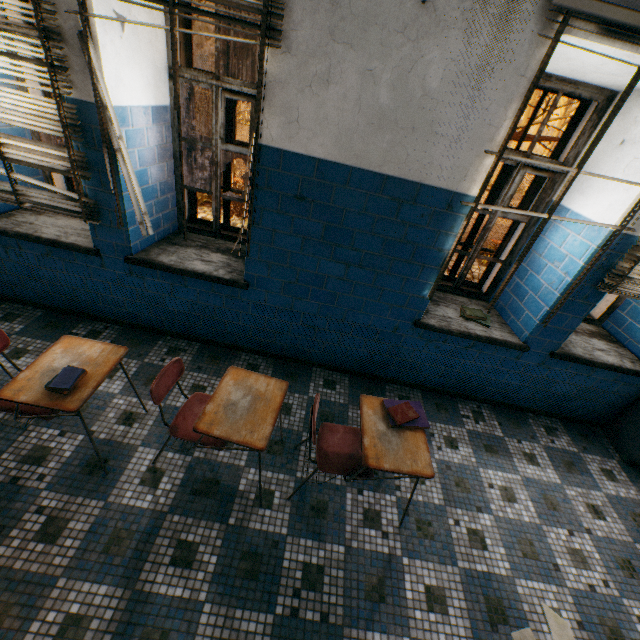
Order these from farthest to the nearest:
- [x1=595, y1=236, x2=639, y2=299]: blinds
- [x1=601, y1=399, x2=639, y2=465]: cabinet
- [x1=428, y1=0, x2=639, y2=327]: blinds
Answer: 1. [x1=601, y1=399, x2=639, y2=465]: cabinet
2. [x1=595, y1=236, x2=639, y2=299]: blinds
3. [x1=428, y1=0, x2=639, y2=327]: blinds

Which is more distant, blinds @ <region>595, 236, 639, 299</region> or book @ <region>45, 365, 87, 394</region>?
blinds @ <region>595, 236, 639, 299</region>

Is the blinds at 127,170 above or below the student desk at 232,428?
above

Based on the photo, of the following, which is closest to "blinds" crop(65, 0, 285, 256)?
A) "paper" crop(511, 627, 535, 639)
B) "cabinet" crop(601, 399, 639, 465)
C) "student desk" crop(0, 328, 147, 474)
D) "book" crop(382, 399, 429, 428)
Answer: "student desk" crop(0, 328, 147, 474)

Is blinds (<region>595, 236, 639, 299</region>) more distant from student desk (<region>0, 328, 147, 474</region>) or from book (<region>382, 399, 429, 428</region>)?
student desk (<region>0, 328, 147, 474</region>)

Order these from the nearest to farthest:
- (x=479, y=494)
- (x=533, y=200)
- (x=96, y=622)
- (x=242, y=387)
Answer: (x=96, y=622) < (x=242, y=387) < (x=479, y=494) < (x=533, y=200)

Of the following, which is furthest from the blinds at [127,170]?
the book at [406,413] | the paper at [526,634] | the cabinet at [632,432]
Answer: the cabinet at [632,432]

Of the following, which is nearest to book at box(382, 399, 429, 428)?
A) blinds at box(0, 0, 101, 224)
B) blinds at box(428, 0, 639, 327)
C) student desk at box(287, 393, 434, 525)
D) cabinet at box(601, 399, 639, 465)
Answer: student desk at box(287, 393, 434, 525)
